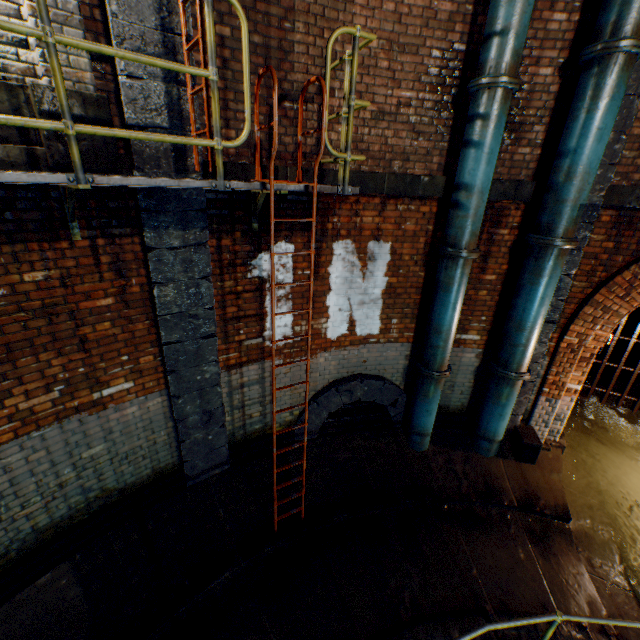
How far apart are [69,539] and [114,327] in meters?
2.7 m

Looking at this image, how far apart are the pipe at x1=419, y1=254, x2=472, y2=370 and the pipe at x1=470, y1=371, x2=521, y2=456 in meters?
0.8

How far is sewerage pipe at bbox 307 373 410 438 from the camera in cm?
559

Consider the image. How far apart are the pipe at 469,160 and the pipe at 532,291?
0.8m

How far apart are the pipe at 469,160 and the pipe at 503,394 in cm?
220

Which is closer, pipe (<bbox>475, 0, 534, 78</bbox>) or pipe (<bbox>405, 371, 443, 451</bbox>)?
pipe (<bbox>475, 0, 534, 78</bbox>)

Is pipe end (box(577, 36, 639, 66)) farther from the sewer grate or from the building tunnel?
the sewer grate

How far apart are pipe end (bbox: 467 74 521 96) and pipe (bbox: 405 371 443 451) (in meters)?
3.98
